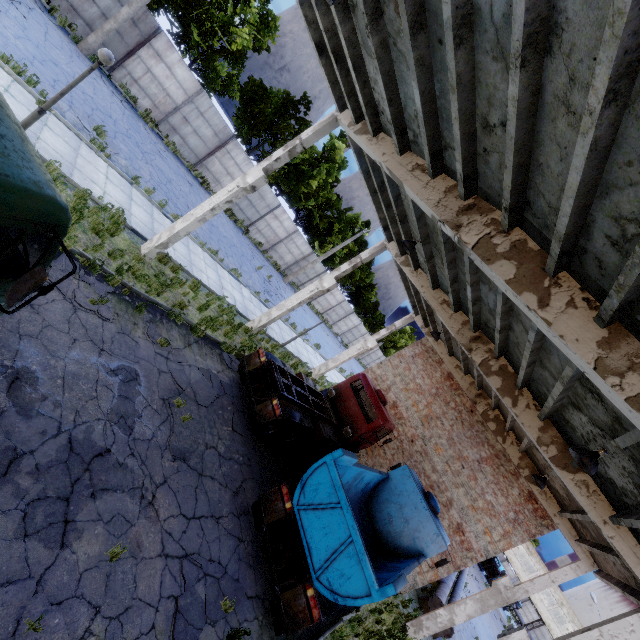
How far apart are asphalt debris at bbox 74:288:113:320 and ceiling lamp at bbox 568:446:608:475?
10.4m

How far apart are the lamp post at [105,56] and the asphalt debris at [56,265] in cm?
317

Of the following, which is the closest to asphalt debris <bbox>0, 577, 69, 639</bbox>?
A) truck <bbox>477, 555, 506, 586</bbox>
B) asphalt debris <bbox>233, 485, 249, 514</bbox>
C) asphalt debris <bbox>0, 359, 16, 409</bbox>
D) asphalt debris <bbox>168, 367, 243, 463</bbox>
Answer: asphalt debris <bbox>0, 359, 16, 409</bbox>

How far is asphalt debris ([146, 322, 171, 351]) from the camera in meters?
8.8

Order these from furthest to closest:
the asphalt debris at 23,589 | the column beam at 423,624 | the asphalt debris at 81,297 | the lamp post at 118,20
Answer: the lamp post at 118,20 < the column beam at 423,624 < the asphalt debris at 81,297 < the asphalt debris at 23,589

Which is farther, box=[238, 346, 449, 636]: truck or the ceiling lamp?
box=[238, 346, 449, 636]: truck

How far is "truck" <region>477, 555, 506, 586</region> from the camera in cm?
4725

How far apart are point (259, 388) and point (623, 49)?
10.9 meters
